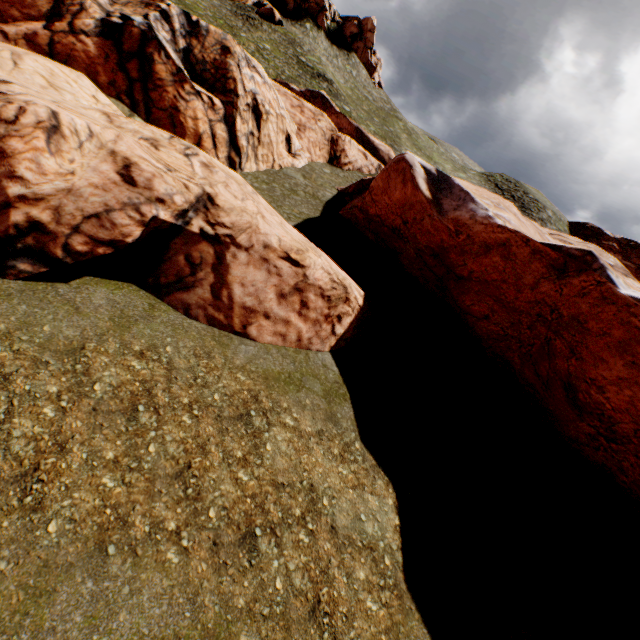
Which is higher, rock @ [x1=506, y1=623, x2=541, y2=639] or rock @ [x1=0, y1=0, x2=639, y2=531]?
rock @ [x1=0, y1=0, x2=639, y2=531]

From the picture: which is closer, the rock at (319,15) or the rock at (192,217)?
the rock at (192,217)

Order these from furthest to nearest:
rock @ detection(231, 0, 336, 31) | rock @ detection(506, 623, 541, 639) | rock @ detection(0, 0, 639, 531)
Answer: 1. rock @ detection(231, 0, 336, 31)
2. rock @ detection(0, 0, 639, 531)
3. rock @ detection(506, 623, 541, 639)

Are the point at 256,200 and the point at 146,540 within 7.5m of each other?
no

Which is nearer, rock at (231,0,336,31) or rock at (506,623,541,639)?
rock at (506,623,541,639)

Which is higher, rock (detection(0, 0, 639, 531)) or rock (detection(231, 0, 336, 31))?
rock (detection(231, 0, 336, 31))

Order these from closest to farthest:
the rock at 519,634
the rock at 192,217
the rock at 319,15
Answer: the rock at 519,634
the rock at 192,217
the rock at 319,15
